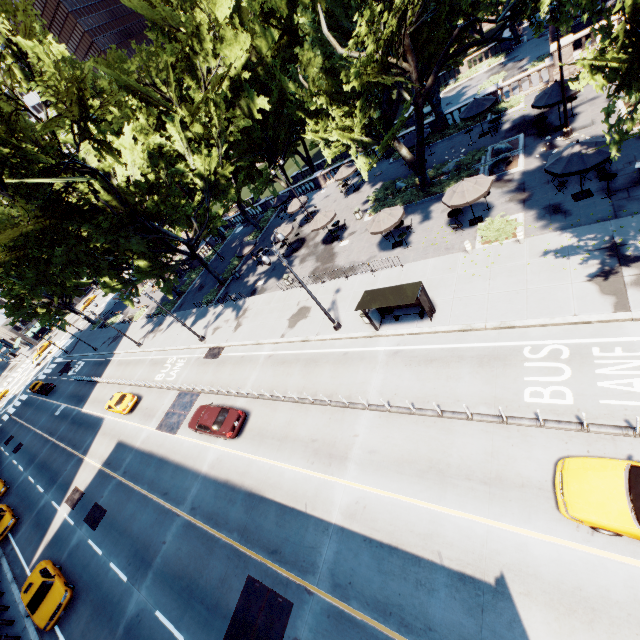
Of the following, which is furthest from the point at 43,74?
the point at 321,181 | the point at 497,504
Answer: the point at 497,504

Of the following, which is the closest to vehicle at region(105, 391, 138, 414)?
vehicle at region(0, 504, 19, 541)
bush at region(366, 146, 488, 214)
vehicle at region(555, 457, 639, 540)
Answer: vehicle at region(0, 504, 19, 541)

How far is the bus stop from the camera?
15.9m

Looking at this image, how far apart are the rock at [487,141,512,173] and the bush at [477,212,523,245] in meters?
6.0

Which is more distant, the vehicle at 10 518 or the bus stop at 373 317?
the vehicle at 10 518

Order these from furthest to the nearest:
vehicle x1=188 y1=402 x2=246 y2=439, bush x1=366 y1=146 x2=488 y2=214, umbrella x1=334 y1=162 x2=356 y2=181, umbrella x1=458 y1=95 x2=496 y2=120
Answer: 1. umbrella x1=334 y1=162 x2=356 y2=181
2. umbrella x1=458 y1=95 x2=496 y2=120
3. bush x1=366 y1=146 x2=488 y2=214
4. vehicle x1=188 y1=402 x2=246 y2=439

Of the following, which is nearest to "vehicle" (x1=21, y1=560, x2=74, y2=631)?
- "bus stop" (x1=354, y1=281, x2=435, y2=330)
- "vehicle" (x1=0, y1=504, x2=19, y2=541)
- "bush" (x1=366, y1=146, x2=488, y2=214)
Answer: "vehicle" (x1=0, y1=504, x2=19, y2=541)

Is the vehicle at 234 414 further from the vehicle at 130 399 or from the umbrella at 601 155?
the umbrella at 601 155
